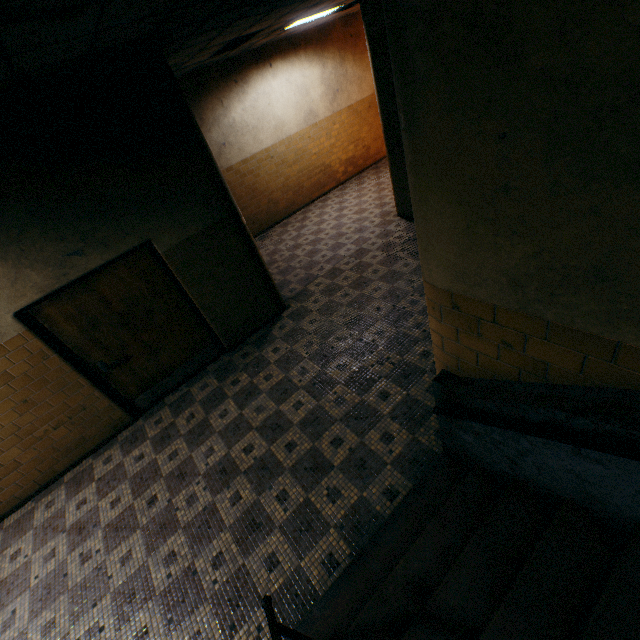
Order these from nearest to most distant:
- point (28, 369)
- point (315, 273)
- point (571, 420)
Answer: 1. point (571, 420)
2. point (28, 369)
3. point (315, 273)

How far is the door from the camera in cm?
405

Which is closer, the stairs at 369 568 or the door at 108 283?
the stairs at 369 568

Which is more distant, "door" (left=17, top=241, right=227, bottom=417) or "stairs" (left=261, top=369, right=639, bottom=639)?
"door" (left=17, top=241, right=227, bottom=417)

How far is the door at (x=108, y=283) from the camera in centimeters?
405cm
